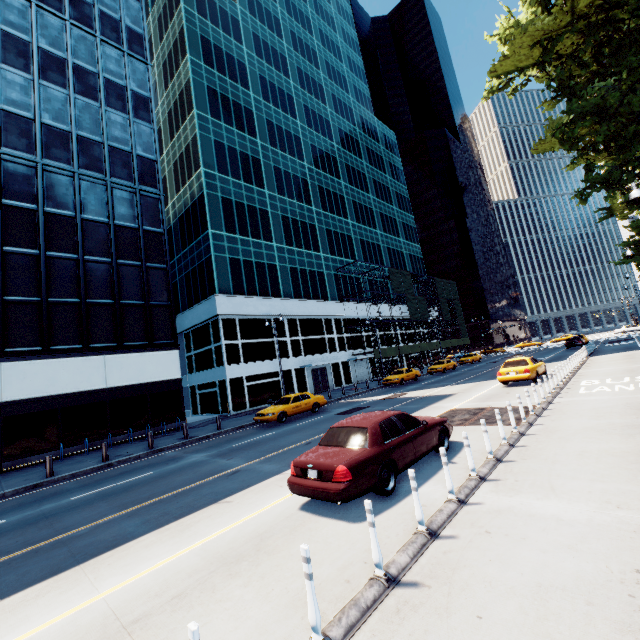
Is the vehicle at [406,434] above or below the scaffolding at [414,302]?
below

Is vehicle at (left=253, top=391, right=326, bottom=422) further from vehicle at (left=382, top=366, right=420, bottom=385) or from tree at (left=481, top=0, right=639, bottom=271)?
tree at (left=481, top=0, right=639, bottom=271)

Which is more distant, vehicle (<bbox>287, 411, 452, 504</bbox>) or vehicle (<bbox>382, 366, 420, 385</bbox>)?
vehicle (<bbox>382, 366, 420, 385</bbox>)

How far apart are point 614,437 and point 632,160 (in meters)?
22.53

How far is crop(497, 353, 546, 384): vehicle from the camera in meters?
18.0 m

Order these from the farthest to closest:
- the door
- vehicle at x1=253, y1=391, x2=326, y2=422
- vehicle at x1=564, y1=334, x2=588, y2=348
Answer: vehicle at x1=564, y1=334, x2=588, y2=348, the door, vehicle at x1=253, y1=391, x2=326, y2=422

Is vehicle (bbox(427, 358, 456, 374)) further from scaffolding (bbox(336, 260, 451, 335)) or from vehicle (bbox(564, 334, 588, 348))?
vehicle (bbox(564, 334, 588, 348))

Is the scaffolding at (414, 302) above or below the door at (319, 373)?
above
